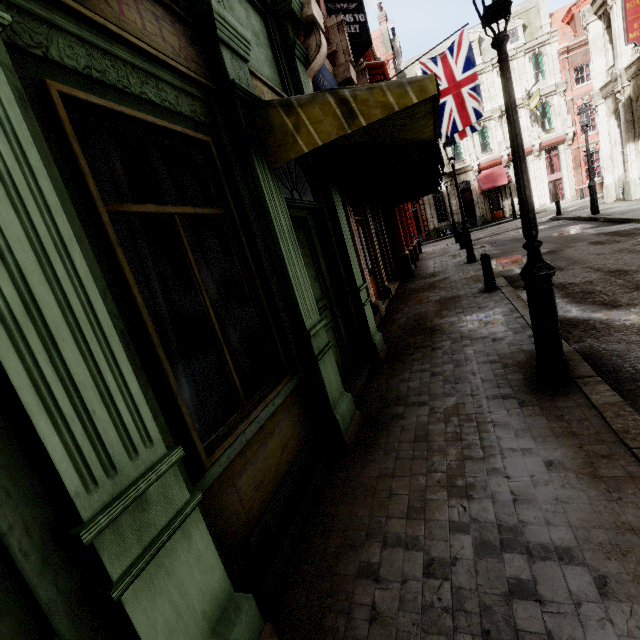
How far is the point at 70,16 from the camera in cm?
190

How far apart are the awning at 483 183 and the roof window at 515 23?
9.4 meters

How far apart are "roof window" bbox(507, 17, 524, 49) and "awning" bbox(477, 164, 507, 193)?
9.4m

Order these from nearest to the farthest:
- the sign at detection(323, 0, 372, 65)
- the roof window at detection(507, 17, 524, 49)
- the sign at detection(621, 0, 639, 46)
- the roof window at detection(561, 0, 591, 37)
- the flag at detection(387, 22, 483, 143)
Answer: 1. the sign at detection(323, 0, 372, 65)
2. the sign at detection(621, 0, 639, 46)
3. the flag at detection(387, 22, 483, 143)
4. the roof window at detection(561, 0, 591, 37)
5. the roof window at detection(507, 17, 524, 49)

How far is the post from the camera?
8.1 meters

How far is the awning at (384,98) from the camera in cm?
289

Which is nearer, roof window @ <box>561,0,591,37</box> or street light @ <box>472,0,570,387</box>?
street light @ <box>472,0,570,387</box>

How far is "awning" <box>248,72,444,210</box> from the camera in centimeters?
289cm
